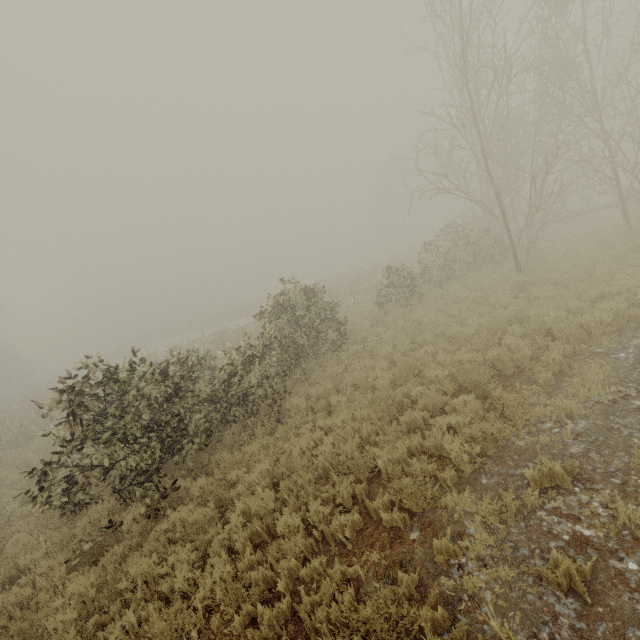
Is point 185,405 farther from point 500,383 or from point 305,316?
point 500,383
